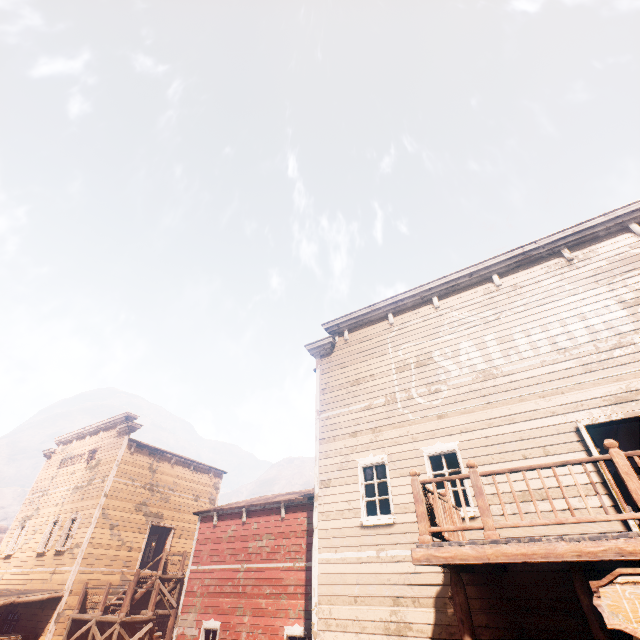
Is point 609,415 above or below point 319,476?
above

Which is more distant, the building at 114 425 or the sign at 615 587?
the building at 114 425

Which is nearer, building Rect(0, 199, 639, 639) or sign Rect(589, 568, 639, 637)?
sign Rect(589, 568, 639, 637)
